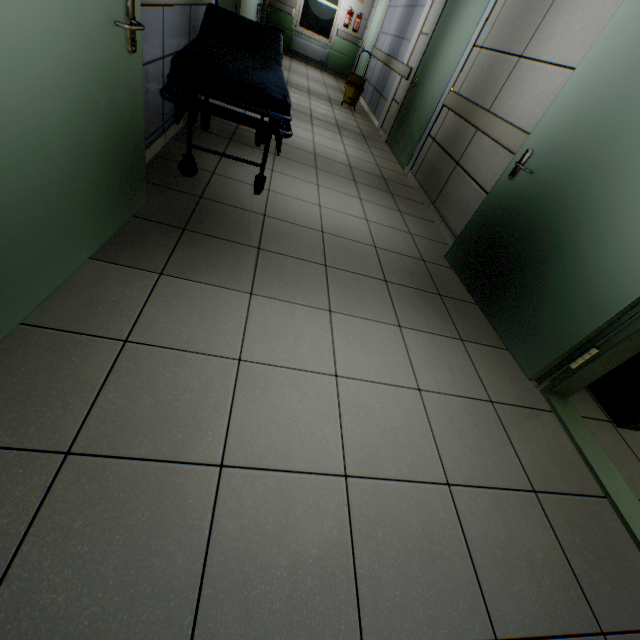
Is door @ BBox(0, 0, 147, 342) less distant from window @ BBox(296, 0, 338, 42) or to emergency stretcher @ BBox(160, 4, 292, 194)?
emergency stretcher @ BBox(160, 4, 292, 194)

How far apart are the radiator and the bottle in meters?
4.1

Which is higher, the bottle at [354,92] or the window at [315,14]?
the window at [315,14]

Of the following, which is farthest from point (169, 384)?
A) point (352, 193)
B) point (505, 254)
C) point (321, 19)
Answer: point (321, 19)

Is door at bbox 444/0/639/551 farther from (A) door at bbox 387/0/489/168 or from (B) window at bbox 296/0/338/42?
(B) window at bbox 296/0/338/42

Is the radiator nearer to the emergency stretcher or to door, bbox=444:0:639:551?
→ the emergency stretcher

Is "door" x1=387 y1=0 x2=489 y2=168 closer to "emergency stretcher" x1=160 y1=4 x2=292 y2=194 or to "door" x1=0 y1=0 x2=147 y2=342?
"emergency stretcher" x1=160 y1=4 x2=292 y2=194

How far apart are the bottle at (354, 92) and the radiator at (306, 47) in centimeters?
409cm
